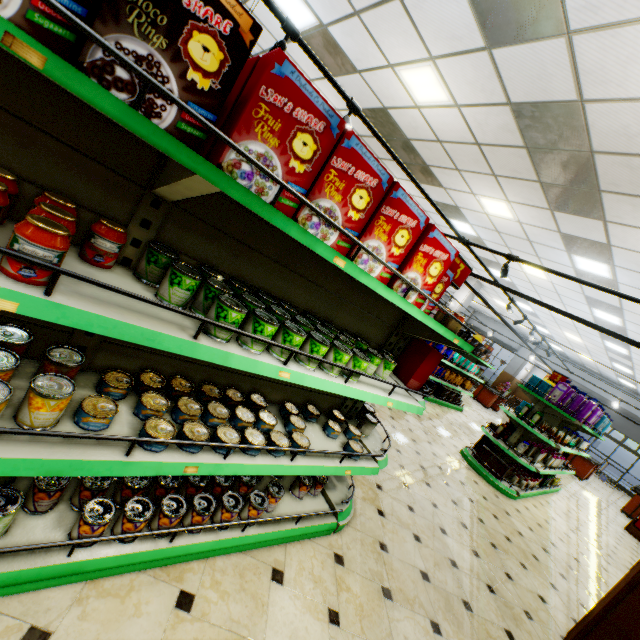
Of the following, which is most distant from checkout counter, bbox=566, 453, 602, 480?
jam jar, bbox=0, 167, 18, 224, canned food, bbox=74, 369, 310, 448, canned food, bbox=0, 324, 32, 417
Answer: jam jar, bbox=0, 167, 18, 224

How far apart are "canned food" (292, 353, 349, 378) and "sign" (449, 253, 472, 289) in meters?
1.1

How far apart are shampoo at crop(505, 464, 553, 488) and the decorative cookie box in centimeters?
321cm

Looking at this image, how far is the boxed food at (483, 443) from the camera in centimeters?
621cm

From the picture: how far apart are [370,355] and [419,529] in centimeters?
247cm

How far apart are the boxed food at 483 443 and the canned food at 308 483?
5.1m

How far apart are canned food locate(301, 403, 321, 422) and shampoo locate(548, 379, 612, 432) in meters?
5.8

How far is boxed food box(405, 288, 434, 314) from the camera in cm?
182
